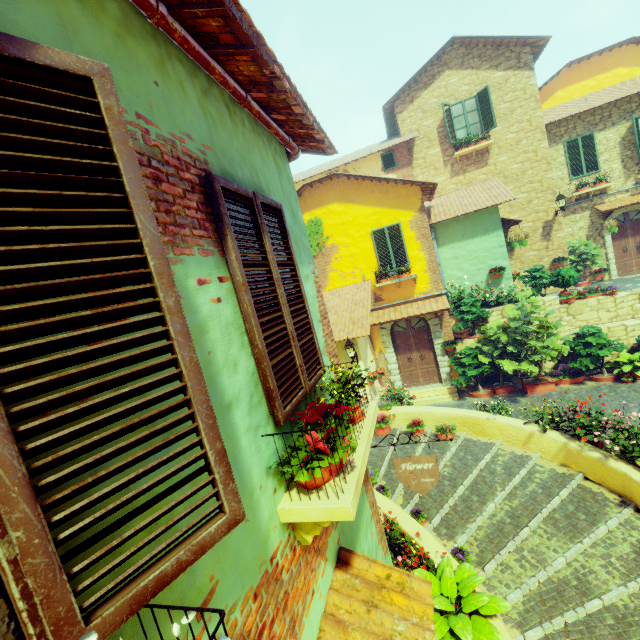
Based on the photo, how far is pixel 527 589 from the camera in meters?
5.2 m

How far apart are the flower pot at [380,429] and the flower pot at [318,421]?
7.45m

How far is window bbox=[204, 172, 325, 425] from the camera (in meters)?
2.05

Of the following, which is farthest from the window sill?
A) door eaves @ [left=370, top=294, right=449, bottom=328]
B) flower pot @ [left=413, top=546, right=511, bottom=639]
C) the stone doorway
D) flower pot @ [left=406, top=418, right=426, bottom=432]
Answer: the stone doorway

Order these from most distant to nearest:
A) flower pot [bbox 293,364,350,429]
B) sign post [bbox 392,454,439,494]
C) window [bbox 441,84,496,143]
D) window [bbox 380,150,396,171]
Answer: window [bbox 380,150,396,171]
window [bbox 441,84,496,143]
sign post [bbox 392,454,439,494]
flower pot [bbox 293,364,350,429]

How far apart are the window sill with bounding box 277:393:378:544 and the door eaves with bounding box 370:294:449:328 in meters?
8.6

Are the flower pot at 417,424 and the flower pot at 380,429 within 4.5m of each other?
yes

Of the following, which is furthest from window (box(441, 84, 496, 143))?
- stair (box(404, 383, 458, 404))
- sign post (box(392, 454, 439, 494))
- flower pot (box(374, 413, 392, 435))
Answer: sign post (box(392, 454, 439, 494))
